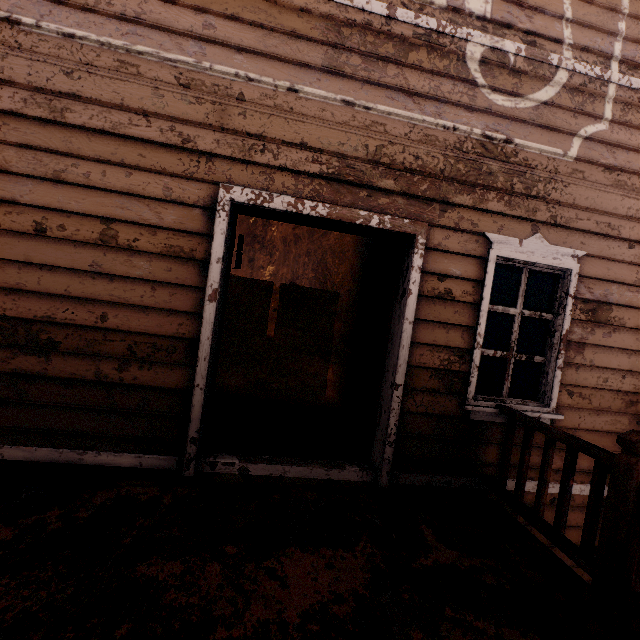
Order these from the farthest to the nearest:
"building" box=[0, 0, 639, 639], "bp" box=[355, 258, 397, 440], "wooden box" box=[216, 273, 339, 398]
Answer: "wooden box" box=[216, 273, 339, 398], "bp" box=[355, 258, 397, 440], "building" box=[0, 0, 639, 639]

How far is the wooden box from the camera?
5.0 meters

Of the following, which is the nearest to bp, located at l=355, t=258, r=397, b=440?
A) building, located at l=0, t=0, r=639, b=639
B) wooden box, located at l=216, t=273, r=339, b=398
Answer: building, located at l=0, t=0, r=639, b=639

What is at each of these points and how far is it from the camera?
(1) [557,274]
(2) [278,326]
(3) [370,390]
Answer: (1) building, 3.16m
(2) wooden box, 5.16m
(3) bp, 4.06m

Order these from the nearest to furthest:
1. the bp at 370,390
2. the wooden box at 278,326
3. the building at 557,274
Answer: the building at 557,274
the bp at 370,390
the wooden box at 278,326

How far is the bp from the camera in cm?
383

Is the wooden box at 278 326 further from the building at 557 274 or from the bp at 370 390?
the bp at 370 390
